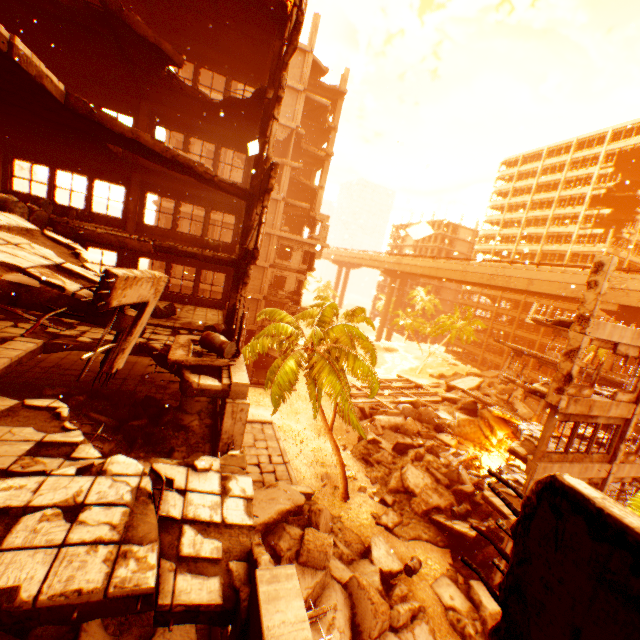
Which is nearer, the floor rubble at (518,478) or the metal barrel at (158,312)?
the metal barrel at (158,312)

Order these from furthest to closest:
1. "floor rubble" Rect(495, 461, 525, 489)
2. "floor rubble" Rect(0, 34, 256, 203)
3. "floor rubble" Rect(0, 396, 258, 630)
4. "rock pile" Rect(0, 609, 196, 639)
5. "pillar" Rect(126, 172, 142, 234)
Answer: "floor rubble" Rect(495, 461, 525, 489) < "pillar" Rect(126, 172, 142, 234) < "floor rubble" Rect(0, 34, 256, 203) < "rock pile" Rect(0, 609, 196, 639) < "floor rubble" Rect(0, 396, 258, 630)

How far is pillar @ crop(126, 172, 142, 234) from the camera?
14.55m

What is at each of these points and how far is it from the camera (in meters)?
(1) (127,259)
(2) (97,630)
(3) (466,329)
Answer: (1) pillar, 15.14
(2) rock pile, 4.71
(3) rubble, 51.09

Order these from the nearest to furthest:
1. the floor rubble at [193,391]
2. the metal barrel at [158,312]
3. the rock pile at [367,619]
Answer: the floor rubble at [193,391], the rock pile at [367,619], the metal barrel at [158,312]

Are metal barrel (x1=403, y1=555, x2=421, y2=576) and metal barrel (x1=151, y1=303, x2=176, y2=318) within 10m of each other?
no

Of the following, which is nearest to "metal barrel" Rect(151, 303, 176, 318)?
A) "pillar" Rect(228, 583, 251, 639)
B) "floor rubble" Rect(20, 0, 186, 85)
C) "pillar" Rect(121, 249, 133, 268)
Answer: "floor rubble" Rect(20, 0, 186, 85)

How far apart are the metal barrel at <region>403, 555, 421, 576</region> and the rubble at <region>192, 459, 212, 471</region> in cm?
1341
